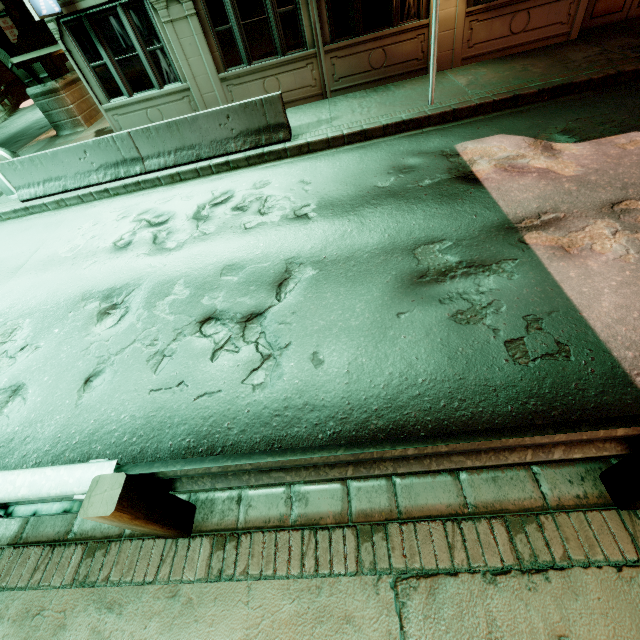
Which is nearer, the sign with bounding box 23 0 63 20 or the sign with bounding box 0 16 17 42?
the sign with bounding box 23 0 63 20

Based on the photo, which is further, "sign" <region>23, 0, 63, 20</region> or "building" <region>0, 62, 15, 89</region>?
"building" <region>0, 62, 15, 89</region>

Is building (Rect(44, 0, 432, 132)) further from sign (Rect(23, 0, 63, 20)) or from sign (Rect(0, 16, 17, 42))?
sign (Rect(0, 16, 17, 42))

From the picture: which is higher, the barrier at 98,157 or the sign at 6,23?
the sign at 6,23

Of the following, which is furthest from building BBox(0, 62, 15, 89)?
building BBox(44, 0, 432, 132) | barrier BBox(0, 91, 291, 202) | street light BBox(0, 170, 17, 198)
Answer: barrier BBox(0, 91, 291, 202)

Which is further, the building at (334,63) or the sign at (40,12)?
the building at (334,63)

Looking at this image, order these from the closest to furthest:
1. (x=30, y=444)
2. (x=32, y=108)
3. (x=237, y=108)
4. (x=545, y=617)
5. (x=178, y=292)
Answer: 1. (x=545, y=617)
2. (x=30, y=444)
3. (x=178, y=292)
4. (x=237, y=108)
5. (x=32, y=108)

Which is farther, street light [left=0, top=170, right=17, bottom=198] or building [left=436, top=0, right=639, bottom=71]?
street light [left=0, top=170, right=17, bottom=198]
